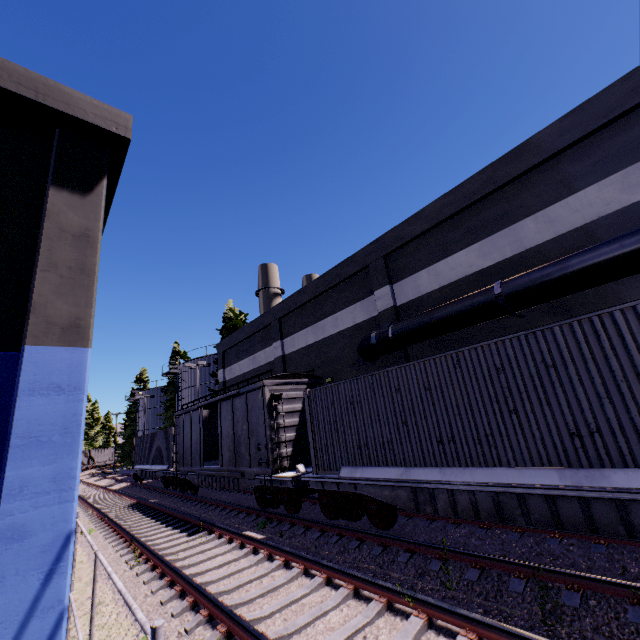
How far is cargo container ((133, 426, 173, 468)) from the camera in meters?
21.6 m

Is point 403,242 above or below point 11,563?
above

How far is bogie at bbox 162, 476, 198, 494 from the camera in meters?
17.6

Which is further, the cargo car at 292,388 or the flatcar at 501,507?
the cargo car at 292,388

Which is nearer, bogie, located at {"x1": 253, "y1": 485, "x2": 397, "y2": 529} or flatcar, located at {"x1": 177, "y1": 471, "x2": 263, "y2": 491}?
bogie, located at {"x1": 253, "y1": 485, "x2": 397, "y2": 529}

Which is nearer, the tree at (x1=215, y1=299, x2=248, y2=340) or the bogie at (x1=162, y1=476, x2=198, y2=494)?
the bogie at (x1=162, y1=476, x2=198, y2=494)

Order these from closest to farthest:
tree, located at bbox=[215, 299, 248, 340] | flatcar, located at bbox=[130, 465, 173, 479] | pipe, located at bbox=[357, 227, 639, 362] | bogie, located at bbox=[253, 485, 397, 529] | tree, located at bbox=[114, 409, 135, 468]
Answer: pipe, located at bbox=[357, 227, 639, 362], bogie, located at bbox=[253, 485, 397, 529], flatcar, located at bbox=[130, 465, 173, 479], tree, located at bbox=[215, 299, 248, 340], tree, located at bbox=[114, 409, 135, 468]

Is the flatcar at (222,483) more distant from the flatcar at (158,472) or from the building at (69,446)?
the building at (69,446)
